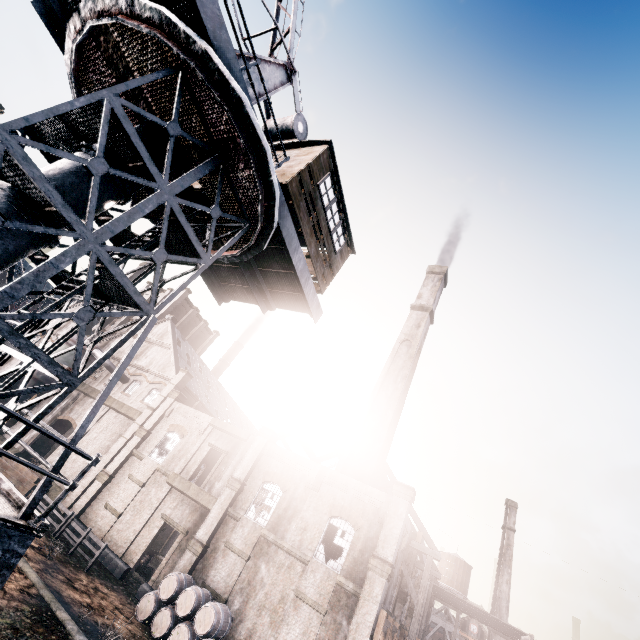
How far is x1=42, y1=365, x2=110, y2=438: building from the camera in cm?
3647

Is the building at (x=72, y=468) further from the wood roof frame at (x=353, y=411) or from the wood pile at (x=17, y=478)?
the wood pile at (x=17, y=478)

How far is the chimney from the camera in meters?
28.2

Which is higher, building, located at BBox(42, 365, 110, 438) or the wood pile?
building, located at BBox(42, 365, 110, 438)

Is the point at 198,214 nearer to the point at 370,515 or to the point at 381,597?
the point at 370,515

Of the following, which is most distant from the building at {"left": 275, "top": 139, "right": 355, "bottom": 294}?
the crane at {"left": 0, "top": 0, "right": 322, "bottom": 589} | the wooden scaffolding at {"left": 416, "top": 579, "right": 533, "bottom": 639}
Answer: the wooden scaffolding at {"left": 416, "top": 579, "right": 533, "bottom": 639}

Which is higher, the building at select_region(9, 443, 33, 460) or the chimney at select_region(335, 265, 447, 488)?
the chimney at select_region(335, 265, 447, 488)

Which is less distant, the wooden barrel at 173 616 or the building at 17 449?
the wooden barrel at 173 616
